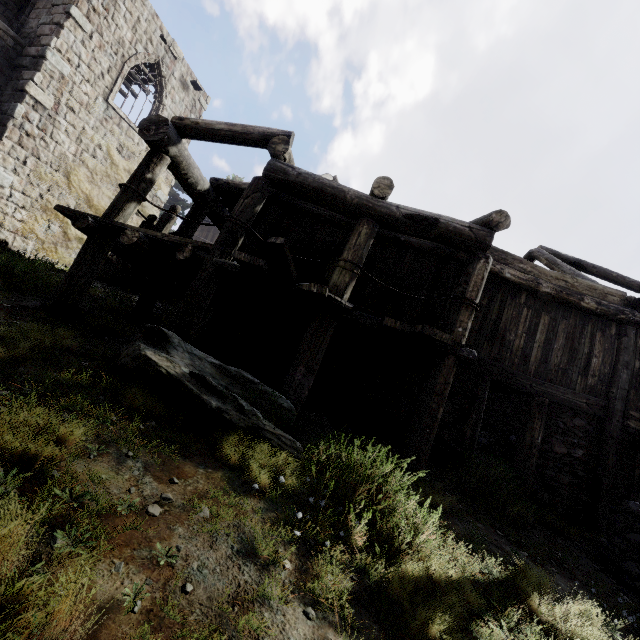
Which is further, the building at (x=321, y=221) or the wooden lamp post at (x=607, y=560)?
the building at (x=321, y=221)

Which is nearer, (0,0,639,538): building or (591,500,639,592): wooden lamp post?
(591,500,639,592): wooden lamp post

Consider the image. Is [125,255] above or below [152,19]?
below

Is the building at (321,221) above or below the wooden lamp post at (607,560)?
above

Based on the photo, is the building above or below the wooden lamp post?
above
